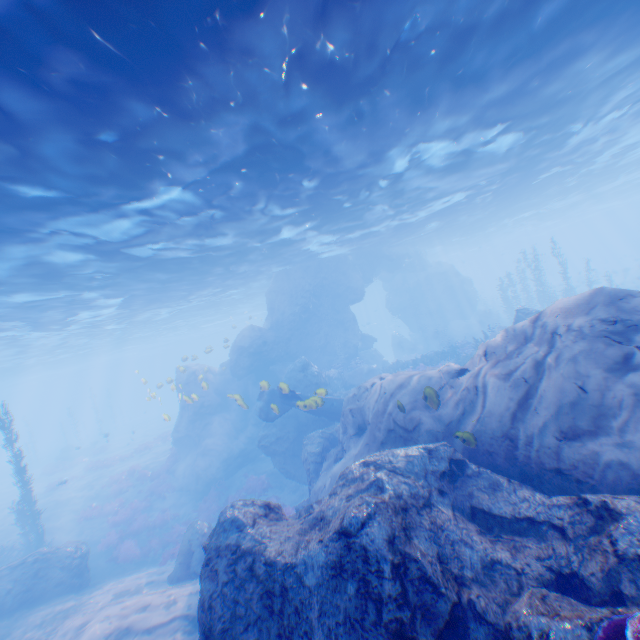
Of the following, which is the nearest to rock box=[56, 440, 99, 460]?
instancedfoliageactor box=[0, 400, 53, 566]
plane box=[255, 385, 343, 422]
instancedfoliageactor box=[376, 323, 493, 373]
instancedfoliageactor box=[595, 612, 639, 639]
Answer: instancedfoliageactor box=[0, 400, 53, 566]

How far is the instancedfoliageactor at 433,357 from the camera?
22.6 meters

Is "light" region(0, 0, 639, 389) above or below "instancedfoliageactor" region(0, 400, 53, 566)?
above

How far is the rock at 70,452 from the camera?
37.7 meters

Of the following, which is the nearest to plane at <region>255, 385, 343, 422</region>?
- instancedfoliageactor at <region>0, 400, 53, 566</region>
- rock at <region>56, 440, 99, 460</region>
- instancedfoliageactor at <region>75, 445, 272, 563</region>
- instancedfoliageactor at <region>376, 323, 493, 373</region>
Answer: instancedfoliageactor at <region>376, 323, 493, 373</region>

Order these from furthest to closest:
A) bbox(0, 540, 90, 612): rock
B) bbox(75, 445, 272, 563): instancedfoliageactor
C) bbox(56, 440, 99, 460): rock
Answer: bbox(56, 440, 99, 460): rock, bbox(75, 445, 272, 563): instancedfoliageactor, bbox(0, 540, 90, 612): rock

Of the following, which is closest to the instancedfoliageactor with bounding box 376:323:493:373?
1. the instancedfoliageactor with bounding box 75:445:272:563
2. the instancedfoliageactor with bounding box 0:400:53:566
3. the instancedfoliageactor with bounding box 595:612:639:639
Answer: the instancedfoliageactor with bounding box 595:612:639:639

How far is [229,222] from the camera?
15.2m
